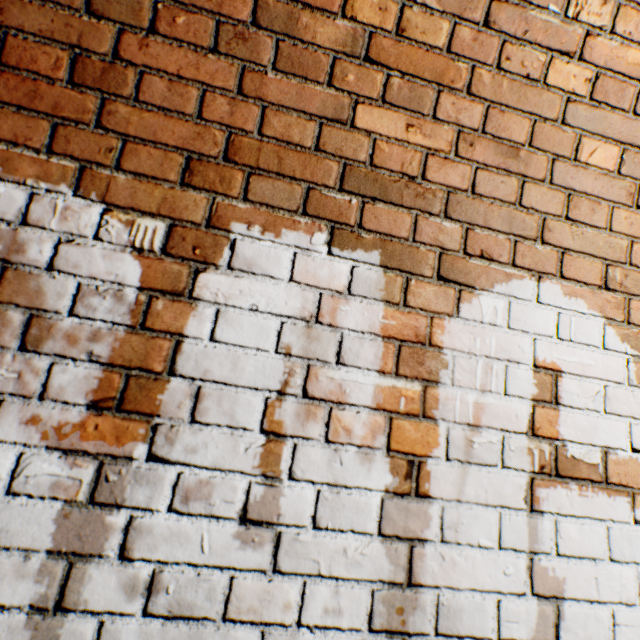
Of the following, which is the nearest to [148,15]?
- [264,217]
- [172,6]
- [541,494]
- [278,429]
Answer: [172,6]
